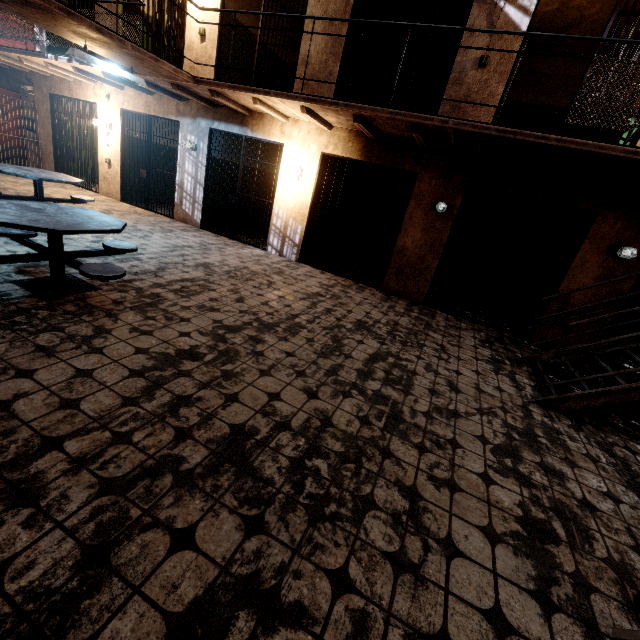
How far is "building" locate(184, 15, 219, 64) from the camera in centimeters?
700cm

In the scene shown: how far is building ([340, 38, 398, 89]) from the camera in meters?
6.7 m

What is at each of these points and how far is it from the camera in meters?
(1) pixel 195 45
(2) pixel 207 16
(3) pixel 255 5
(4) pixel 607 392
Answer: (1) building, 7.2
(2) building, 6.9
(3) building, 7.8
(4) stair, 3.4

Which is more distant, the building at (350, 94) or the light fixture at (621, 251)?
the building at (350, 94)

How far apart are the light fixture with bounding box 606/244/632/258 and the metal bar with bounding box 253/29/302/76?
6.48m

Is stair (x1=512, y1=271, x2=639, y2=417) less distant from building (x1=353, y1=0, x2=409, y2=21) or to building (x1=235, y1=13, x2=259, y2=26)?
building (x1=353, y1=0, x2=409, y2=21)

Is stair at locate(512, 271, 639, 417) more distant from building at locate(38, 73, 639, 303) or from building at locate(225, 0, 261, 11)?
building at locate(225, 0, 261, 11)

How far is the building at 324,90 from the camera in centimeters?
633cm
